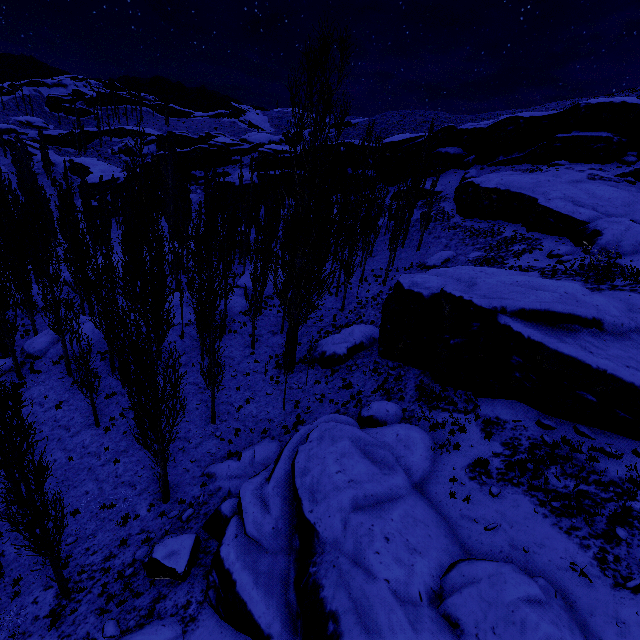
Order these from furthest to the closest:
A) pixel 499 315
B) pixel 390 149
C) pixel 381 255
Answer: pixel 390 149, pixel 381 255, pixel 499 315

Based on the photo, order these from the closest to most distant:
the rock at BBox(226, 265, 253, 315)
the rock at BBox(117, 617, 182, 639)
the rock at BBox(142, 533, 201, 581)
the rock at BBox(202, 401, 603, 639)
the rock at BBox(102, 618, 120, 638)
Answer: the rock at BBox(202, 401, 603, 639), the rock at BBox(117, 617, 182, 639), the rock at BBox(102, 618, 120, 638), the rock at BBox(142, 533, 201, 581), the rock at BBox(226, 265, 253, 315)

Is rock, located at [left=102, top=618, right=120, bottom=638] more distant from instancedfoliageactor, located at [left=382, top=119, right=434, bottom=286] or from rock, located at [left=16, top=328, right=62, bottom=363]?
rock, located at [left=16, top=328, right=62, bottom=363]

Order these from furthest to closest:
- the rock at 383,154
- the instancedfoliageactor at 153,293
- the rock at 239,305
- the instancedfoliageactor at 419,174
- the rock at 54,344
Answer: the rock at 383,154
the rock at 239,305
the instancedfoliageactor at 419,174
the rock at 54,344
the instancedfoliageactor at 153,293

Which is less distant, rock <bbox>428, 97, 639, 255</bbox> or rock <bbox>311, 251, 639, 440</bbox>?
rock <bbox>311, 251, 639, 440</bbox>

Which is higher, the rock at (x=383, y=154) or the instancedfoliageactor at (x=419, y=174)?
the rock at (x=383, y=154)

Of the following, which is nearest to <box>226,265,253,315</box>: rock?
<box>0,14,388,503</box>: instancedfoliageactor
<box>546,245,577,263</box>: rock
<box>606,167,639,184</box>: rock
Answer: <box>0,14,388,503</box>: instancedfoliageactor
